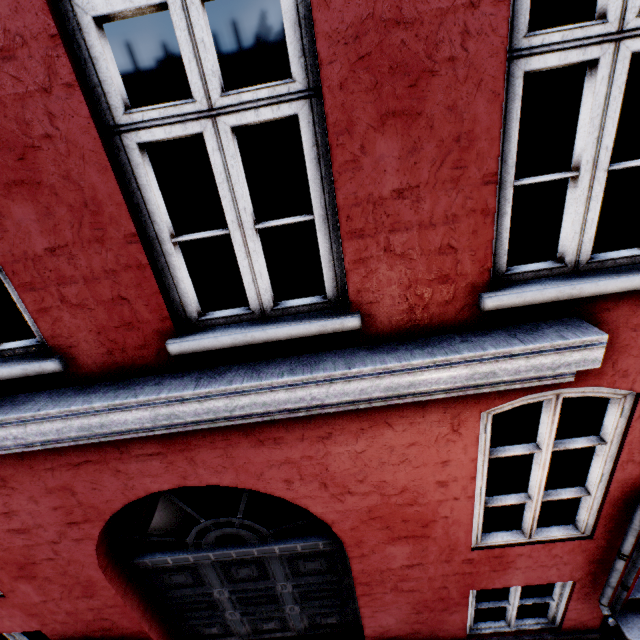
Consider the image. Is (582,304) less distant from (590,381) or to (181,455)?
(590,381)
